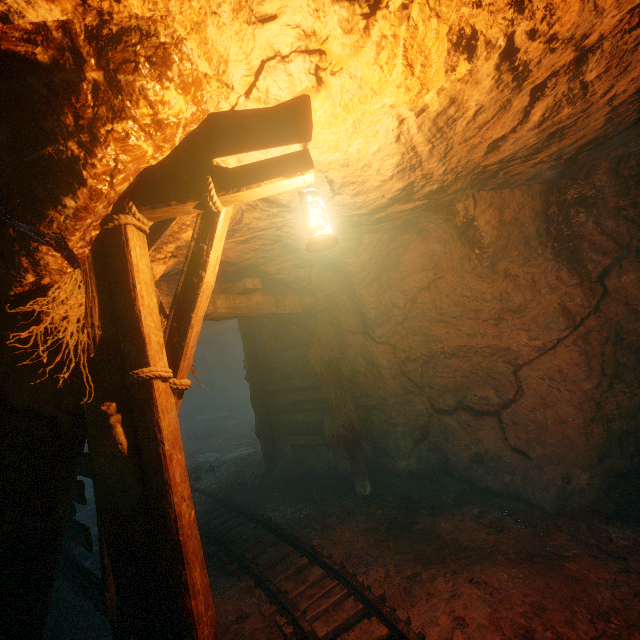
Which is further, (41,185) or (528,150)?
Result: (528,150)

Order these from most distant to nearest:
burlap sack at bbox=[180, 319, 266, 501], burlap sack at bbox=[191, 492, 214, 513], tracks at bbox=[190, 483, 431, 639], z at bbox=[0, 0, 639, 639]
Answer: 1. burlap sack at bbox=[180, 319, 266, 501]
2. burlap sack at bbox=[191, 492, 214, 513]
3. tracks at bbox=[190, 483, 431, 639]
4. z at bbox=[0, 0, 639, 639]

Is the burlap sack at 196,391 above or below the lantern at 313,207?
below

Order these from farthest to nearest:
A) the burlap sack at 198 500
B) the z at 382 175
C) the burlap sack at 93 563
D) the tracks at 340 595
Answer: the burlap sack at 198 500 → the burlap sack at 93 563 → the tracks at 340 595 → the z at 382 175

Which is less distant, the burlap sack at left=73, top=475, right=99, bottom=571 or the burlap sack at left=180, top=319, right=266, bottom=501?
the burlap sack at left=73, top=475, right=99, bottom=571

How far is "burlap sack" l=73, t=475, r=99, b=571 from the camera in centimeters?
570cm
